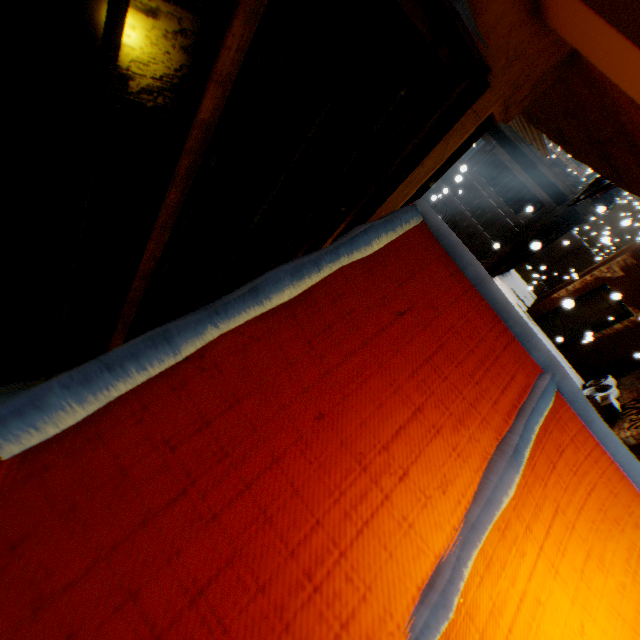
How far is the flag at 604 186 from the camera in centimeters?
540cm

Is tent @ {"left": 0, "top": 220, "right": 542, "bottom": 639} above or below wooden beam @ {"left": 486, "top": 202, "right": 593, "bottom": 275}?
below

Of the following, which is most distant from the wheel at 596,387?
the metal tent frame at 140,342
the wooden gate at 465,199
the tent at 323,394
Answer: the metal tent frame at 140,342

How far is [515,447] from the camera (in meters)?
0.80

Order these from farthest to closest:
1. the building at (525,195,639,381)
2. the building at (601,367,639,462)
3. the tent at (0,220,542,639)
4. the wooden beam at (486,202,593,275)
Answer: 1. the building at (525,195,639,381)
2. the wooden beam at (486,202,593,275)
3. the building at (601,367,639,462)
4. the tent at (0,220,542,639)

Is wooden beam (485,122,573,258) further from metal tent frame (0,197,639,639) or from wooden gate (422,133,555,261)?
metal tent frame (0,197,639,639)

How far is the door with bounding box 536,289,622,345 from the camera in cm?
1155

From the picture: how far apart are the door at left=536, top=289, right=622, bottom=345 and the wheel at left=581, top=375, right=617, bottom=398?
0.4 meters
